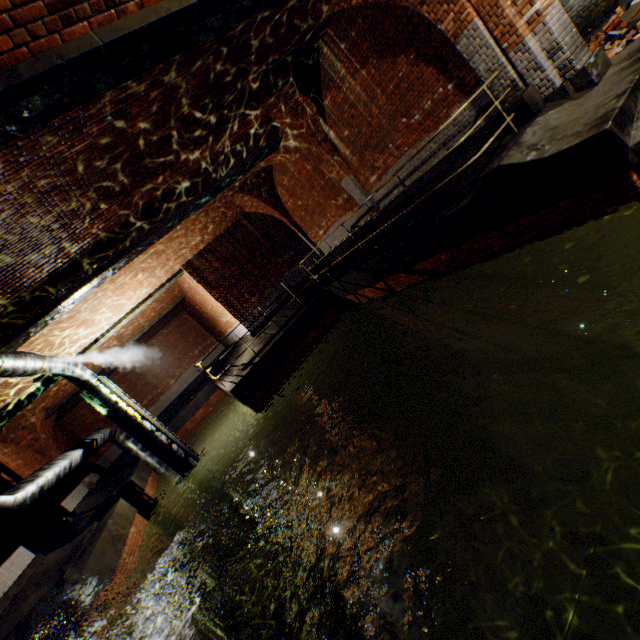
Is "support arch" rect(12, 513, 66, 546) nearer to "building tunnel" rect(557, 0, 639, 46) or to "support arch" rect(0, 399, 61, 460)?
"support arch" rect(0, 399, 61, 460)

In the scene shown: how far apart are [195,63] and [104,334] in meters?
9.8 m

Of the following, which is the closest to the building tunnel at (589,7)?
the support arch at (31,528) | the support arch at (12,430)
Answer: the support arch at (31,528)

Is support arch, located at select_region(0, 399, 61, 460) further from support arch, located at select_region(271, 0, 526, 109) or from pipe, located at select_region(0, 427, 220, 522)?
support arch, located at select_region(271, 0, 526, 109)

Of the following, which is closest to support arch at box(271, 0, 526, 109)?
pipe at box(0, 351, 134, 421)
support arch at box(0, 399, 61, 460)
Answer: pipe at box(0, 351, 134, 421)

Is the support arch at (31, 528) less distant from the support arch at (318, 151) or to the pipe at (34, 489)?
the pipe at (34, 489)
